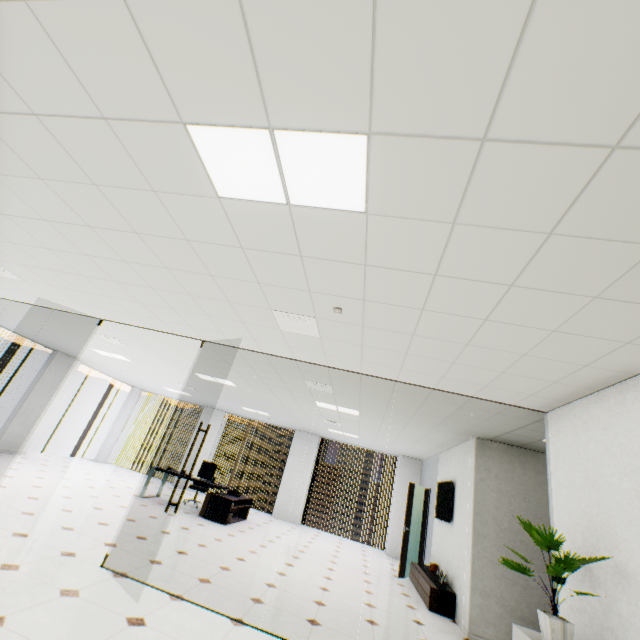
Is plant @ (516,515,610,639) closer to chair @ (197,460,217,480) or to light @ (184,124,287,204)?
light @ (184,124,287,204)

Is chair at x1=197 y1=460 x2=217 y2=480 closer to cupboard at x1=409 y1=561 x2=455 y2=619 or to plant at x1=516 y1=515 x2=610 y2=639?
cupboard at x1=409 y1=561 x2=455 y2=619

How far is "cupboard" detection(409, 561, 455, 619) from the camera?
5.7m

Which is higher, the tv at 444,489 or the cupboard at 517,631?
the tv at 444,489

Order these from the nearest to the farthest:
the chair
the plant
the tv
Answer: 1. the plant
2. the tv
3. the chair

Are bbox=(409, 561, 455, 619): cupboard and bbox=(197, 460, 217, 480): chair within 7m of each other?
yes

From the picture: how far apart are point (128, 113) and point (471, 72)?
1.7m

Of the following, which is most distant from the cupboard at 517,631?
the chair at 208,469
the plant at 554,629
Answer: the chair at 208,469
